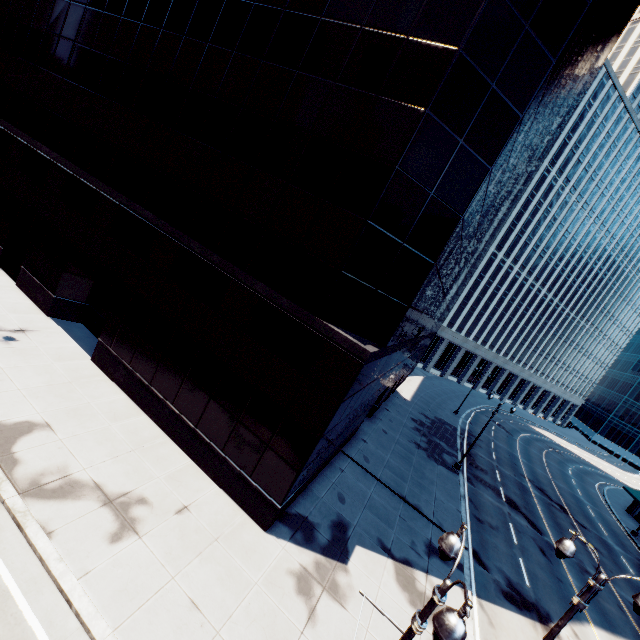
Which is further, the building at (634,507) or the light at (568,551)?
the building at (634,507)

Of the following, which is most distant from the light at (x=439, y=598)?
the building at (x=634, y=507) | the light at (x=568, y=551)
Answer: the building at (x=634, y=507)

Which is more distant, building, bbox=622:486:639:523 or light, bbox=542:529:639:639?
building, bbox=622:486:639:523

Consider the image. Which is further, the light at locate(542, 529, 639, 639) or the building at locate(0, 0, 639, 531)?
the building at locate(0, 0, 639, 531)

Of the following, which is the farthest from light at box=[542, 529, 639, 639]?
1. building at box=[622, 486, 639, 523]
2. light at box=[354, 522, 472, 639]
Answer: building at box=[622, 486, 639, 523]

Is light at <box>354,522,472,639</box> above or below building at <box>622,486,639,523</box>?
above

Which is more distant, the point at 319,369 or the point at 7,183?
the point at 7,183

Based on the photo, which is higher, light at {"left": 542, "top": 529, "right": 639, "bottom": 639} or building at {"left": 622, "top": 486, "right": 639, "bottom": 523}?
light at {"left": 542, "top": 529, "right": 639, "bottom": 639}
